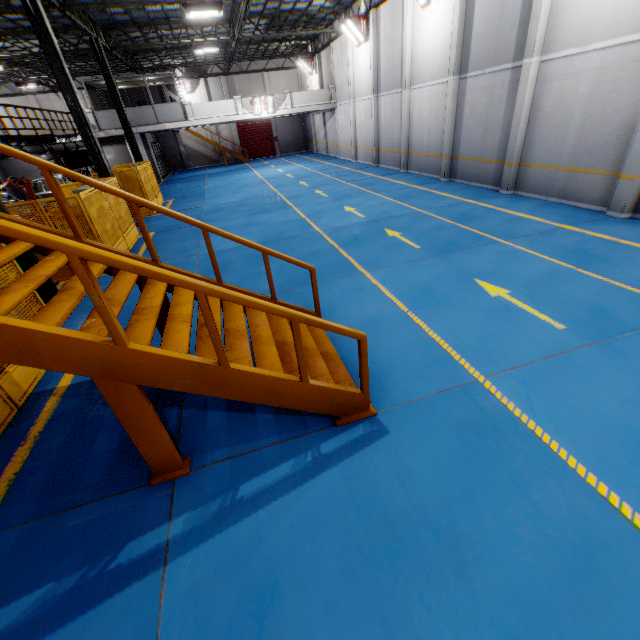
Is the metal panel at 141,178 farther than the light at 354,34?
No

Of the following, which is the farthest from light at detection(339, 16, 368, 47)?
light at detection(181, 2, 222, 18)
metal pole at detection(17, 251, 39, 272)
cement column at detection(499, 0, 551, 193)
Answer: metal pole at detection(17, 251, 39, 272)

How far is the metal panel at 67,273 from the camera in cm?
938

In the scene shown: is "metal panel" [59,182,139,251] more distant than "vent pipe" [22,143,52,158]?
No

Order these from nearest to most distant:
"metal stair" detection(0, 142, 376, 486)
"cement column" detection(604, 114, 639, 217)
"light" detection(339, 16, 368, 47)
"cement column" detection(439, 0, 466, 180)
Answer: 1. "metal stair" detection(0, 142, 376, 486)
2. "cement column" detection(604, 114, 639, 217)
3. "cement column" detection(439, 0, 466, 180)
4. "light" detection(339, 16, 368, 47)

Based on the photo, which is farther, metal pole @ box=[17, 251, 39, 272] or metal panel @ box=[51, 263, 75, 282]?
metal panel @ box=[51, 263, 75, 282]

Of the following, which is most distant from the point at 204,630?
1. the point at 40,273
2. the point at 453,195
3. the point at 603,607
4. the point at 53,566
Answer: the point at 453,195

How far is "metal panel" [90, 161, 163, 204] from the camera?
14.9 meters
